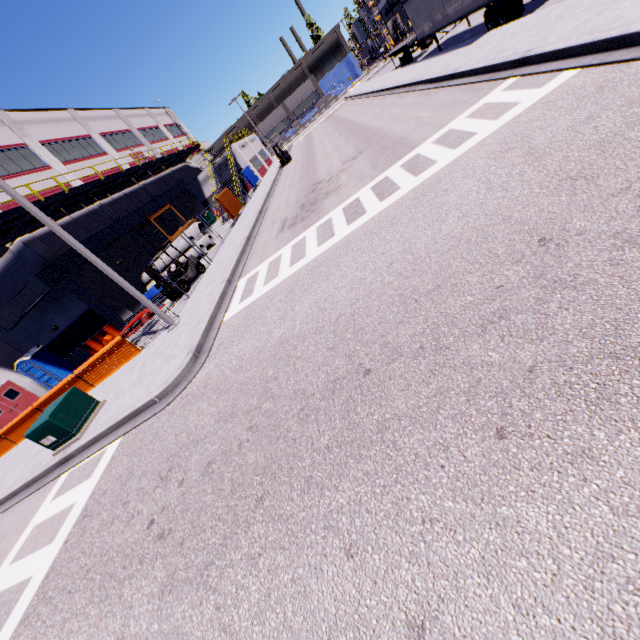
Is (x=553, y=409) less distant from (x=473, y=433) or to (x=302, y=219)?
(x=473, y=433)

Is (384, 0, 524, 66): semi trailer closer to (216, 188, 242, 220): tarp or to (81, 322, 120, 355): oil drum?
(216, 188, 242, 220): tarp

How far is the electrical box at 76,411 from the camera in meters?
9.6

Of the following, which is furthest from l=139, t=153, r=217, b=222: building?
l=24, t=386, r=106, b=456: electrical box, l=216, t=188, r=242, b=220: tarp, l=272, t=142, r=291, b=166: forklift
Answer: l=24, t=386, r=106, b=456: electrical box

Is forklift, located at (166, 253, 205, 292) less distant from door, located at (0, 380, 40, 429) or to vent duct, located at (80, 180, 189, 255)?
vent duct, located at (80, 180, 189, 255)

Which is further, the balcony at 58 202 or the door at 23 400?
the door at 23 400

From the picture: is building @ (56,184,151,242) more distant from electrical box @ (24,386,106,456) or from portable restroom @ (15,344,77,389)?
electrical box @ (24,386,106,456)

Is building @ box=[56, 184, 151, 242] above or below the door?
above
